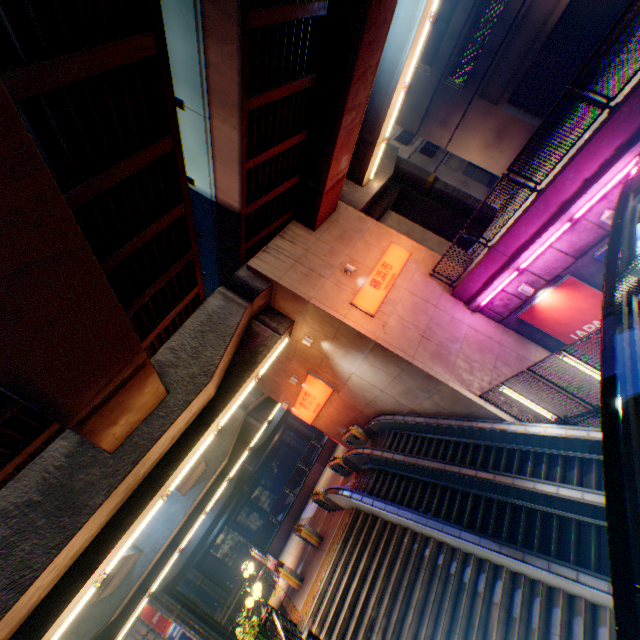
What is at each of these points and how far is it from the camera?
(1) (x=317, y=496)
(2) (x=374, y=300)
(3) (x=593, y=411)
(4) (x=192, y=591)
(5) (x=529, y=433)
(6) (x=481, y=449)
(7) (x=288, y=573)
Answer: (1) ticket machine, 15.96m
(2) sign, 13.16m
(3) metal fence, 9.57m
(4) building, 56.56m
(5) escalator, 10.61m
(6) steps, 12.19m
(7) ticket machine, 13.93m

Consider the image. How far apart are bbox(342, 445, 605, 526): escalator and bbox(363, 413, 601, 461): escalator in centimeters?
135cm

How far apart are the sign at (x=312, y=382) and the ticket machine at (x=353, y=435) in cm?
175

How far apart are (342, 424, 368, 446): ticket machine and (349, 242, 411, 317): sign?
7.9 meters

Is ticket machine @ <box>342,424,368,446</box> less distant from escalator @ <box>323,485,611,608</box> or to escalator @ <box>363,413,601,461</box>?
escalator @ <box>363,413,601,461</box>

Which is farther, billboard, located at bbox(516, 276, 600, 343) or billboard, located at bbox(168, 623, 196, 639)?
billboard, located at bbox(168, 623, 196, 639)

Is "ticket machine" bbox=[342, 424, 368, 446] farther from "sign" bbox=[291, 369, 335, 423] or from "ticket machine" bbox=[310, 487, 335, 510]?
"ticket machine" bbox=[310, 487, 335, 510]

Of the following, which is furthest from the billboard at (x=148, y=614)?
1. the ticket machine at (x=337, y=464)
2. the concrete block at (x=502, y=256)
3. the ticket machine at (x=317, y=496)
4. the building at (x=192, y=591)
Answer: the concrete block at (x=502, y=256)
